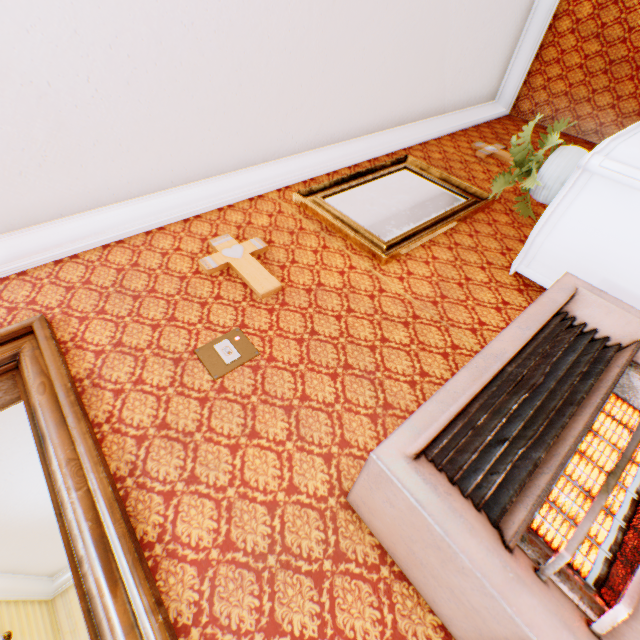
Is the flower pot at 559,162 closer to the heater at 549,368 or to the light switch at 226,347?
the heater at 549,368

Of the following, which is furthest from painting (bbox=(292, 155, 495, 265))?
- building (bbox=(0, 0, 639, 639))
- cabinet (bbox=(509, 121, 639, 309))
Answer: cabinet (bbox=(509, 121, 639, 309))

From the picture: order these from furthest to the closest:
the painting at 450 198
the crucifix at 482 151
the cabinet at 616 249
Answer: the crucifix at 482 151
the painting at 450 198
the cabinet at 616 249

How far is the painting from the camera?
2.2 meters

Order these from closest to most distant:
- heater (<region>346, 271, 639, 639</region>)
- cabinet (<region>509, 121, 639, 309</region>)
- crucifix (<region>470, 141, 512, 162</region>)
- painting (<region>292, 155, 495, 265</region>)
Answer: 1. heater (<region>346, 271, 639, 639</region>)
2. cabinet (<region>509, 121, 639, 309</region>)
3. painting (<region>292, 155, 495, 265</region>)
4. crucifix (<region>470, 141, 512, 162</region>)

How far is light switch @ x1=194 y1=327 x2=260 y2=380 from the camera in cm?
152

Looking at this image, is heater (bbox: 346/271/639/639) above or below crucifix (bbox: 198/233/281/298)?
below

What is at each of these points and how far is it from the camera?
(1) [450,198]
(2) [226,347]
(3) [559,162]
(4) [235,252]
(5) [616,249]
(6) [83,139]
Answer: (1) painting, 2.7m
(2) light switch, 1.6m
(3) flower pot, 1.9m
(4) crucifix, 2.0m
(5) cabinet, 1.6m
(6) building, 1.9m
